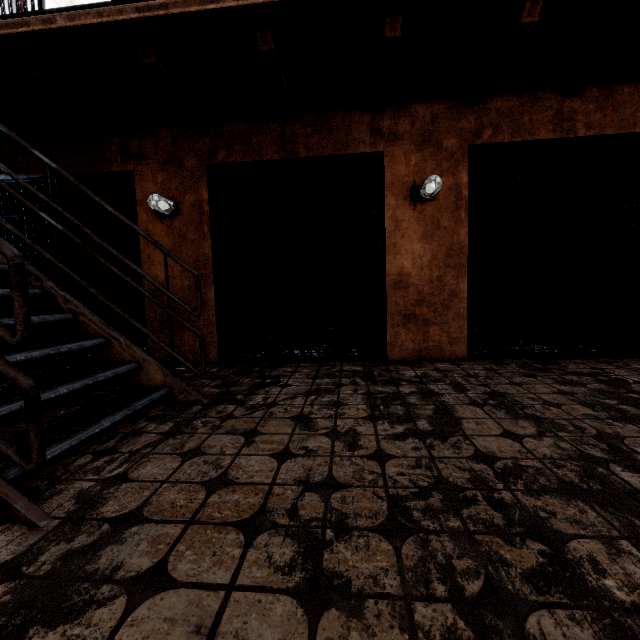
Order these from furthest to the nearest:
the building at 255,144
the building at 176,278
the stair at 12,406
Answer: the building at 176,278 → the building at 255,144 → the stair at 12,406

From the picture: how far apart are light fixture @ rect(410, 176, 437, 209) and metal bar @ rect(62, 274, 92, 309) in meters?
3.3 m

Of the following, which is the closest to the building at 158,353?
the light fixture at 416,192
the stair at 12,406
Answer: the light fixture at 416,192

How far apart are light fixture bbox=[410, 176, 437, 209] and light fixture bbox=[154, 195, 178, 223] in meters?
2.7 m

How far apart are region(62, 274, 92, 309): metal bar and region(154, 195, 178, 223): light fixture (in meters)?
0.29

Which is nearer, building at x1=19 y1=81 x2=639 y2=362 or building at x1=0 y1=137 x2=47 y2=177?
building at x1=19 y1=81 x2=639 y2=362

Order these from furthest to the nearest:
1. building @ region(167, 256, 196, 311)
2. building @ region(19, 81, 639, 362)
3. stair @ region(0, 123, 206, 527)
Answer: building @ region(167, 256, 196, 311) < building @ region(19, 81, 639, 362) < stair @ region(0, 123, 206, 527)

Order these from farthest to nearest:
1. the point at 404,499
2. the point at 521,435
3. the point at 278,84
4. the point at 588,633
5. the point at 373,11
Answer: the point at 278,84, the point at 373,11, the point at 521,435, the point at 404,499, the point at 588,633
